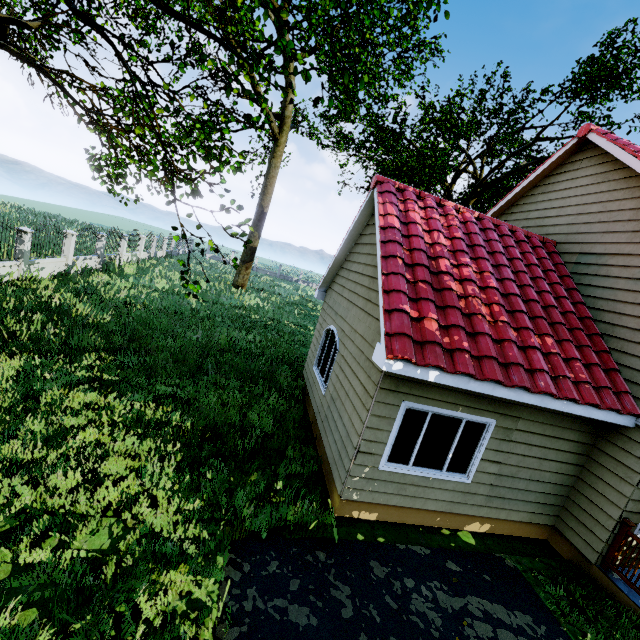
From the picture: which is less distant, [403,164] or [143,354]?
[143,354]

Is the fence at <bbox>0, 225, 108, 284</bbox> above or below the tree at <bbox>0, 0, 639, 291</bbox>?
below

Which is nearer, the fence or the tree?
the tree

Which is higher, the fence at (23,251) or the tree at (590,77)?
the tree at (590,77)

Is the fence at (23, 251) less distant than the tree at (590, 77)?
No
